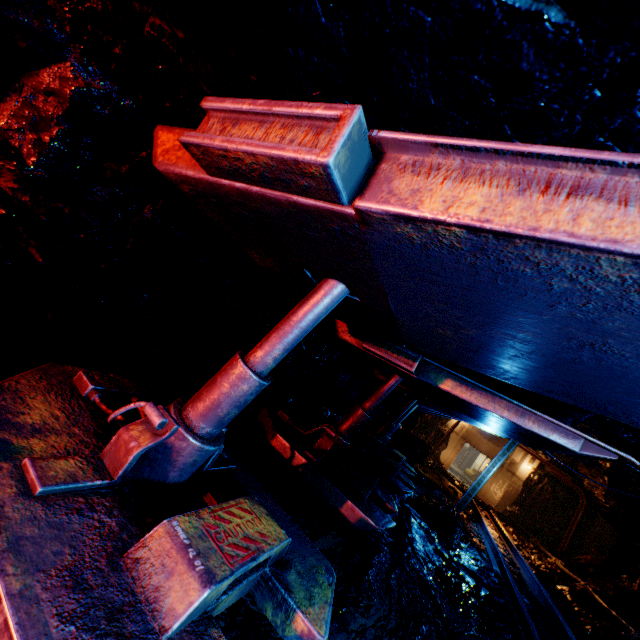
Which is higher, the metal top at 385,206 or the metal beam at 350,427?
the metal top at 385,206

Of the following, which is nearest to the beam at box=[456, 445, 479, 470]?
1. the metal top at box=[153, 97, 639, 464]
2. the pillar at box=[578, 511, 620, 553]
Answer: the pillar at box=[578, 511, 620, 553]

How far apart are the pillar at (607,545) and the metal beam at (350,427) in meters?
18.2 m

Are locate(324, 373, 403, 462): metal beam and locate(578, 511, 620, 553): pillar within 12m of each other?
no

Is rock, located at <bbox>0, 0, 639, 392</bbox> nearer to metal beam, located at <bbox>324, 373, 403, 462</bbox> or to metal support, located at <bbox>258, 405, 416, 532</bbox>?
metal support, located at <bbox>258, 405, 416, 532</bbox>

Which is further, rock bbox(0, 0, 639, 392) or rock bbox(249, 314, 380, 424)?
rock bbox(249, 314, 380, 424)

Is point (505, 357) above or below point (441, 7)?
below

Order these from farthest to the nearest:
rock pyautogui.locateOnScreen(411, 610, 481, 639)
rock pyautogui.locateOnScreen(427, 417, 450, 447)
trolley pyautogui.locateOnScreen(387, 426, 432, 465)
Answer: rock pyautogui.locateOnScreen(427, 417, 450, 447), trolley pyautogui.locateOnScreen(387, 426, 432, 465), rock pyautogui.locateOnScreen(411, 610, 481, 639)
